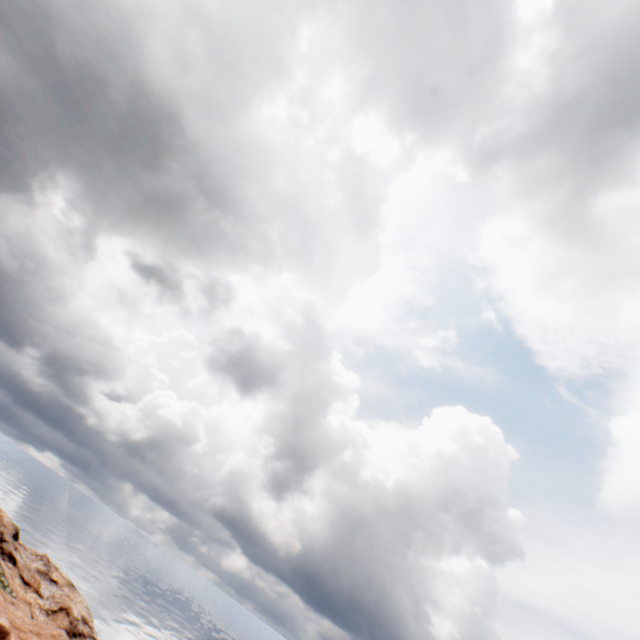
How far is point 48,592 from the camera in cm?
3884
